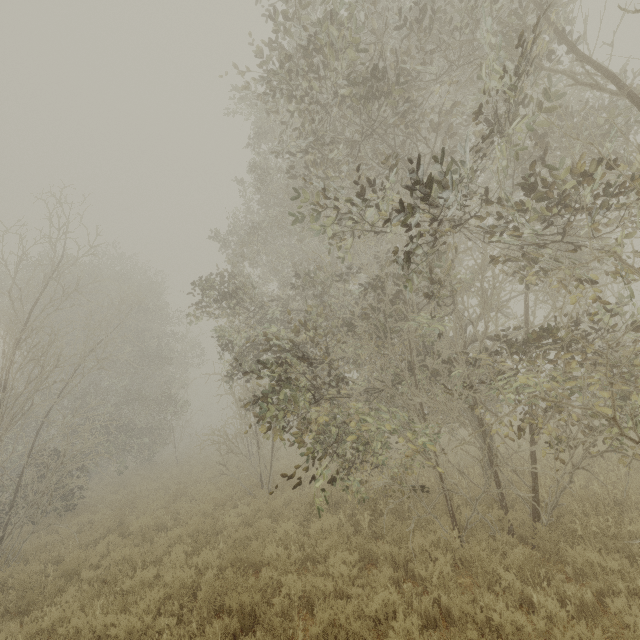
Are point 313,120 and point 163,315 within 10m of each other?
no
